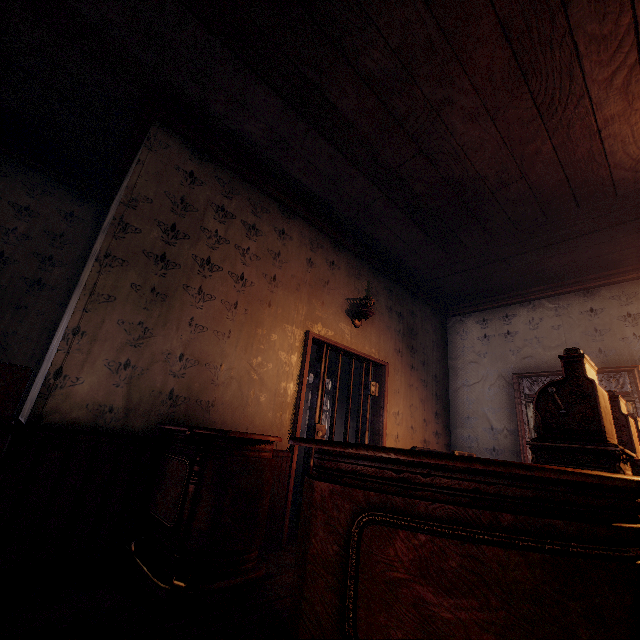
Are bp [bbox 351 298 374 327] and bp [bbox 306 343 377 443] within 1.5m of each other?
yes

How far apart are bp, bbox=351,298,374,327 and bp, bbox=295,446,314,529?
0.62m

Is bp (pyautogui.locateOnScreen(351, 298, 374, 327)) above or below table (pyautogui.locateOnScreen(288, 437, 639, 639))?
above

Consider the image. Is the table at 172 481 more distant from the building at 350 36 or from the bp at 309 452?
the bp at 309 452

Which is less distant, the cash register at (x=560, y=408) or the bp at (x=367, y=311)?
the cash register at (x=560, y=408)

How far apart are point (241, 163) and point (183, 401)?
2.7 meters

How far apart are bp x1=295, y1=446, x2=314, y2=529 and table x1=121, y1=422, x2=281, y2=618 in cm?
96

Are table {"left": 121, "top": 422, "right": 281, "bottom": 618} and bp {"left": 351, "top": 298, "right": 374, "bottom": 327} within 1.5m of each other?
no
